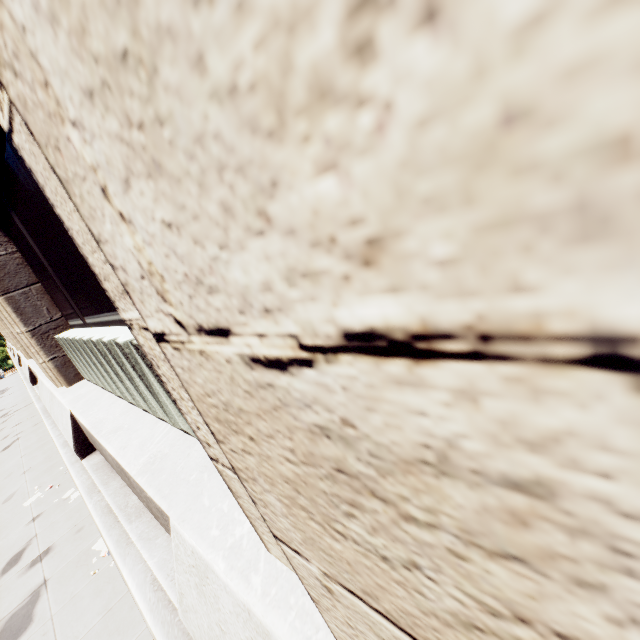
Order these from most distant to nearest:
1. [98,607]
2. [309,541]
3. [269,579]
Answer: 1. [98,607]
2. [269,579]
3. [309,541]
